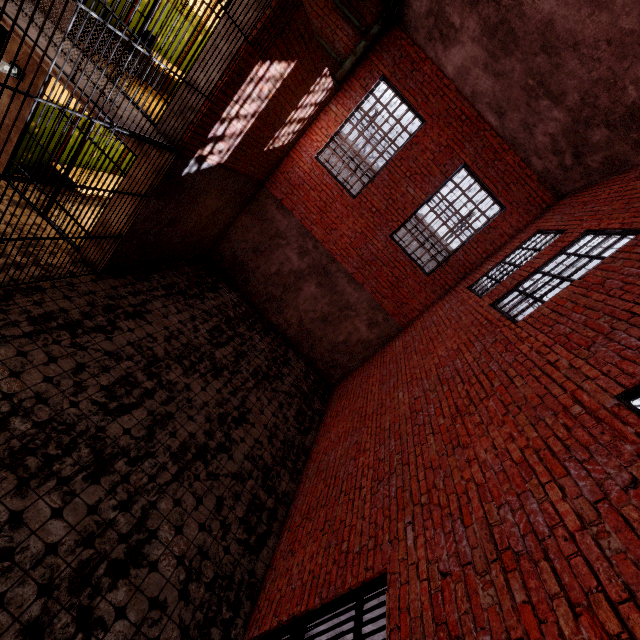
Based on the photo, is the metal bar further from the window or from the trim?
the trim

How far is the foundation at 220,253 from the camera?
9.51m

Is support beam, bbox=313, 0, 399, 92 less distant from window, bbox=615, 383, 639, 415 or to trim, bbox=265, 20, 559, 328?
trim, bbox=265, 20, 559, 328

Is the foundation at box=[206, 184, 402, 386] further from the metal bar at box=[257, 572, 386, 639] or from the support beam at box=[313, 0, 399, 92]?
the metal bar at box=[257, 572, 386, 639]

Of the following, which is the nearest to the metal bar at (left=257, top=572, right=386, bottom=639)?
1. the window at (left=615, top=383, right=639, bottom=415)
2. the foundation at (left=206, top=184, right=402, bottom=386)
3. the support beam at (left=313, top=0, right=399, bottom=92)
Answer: the window at (left=615, top=383, right=639, bottom=415)

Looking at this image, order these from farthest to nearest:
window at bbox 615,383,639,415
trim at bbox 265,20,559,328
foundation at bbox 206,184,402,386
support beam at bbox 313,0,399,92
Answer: foundation at bbox 206,184,402,386, trim at bbox 265,20,559,328, support beam at bbox 313,0,399,92, window at bbox 615,383,639,415

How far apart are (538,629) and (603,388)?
2.0m

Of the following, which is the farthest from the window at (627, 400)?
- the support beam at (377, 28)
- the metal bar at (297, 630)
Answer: the support beam at (377, 28)
